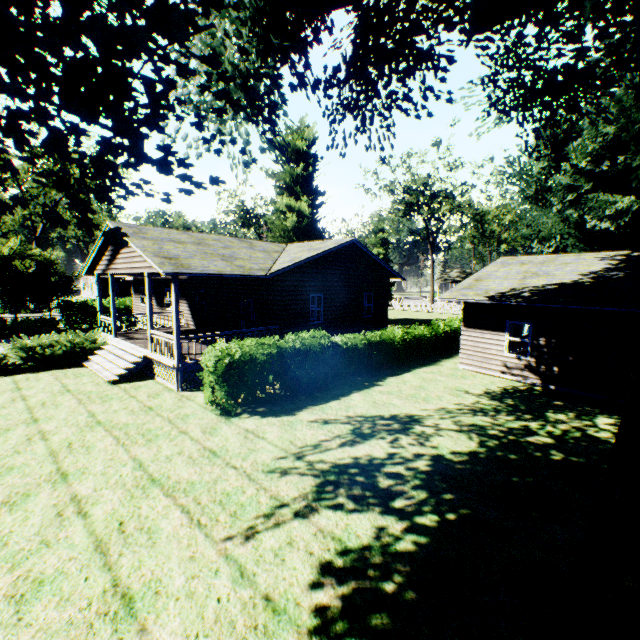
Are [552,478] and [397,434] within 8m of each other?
yes

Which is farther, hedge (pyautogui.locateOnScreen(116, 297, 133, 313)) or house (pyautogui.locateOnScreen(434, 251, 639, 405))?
hedge (pyautogui.locateOnScreen(116, 297, 133, 313))

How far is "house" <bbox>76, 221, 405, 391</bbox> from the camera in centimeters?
1277cm

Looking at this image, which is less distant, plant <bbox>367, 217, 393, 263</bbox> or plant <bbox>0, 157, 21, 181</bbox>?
plant <bbox>0, 157, 21, 181</bbox>

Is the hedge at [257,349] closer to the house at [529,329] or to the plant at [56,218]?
the plant at [56,218]

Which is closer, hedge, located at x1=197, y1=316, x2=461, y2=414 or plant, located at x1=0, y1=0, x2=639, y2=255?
plant, located at x1=0, y1=0, x2=639, y2=255

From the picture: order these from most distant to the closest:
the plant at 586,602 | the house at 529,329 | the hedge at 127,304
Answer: the hedge at 127,304 < the house at 529,329 < the plant at 586,602

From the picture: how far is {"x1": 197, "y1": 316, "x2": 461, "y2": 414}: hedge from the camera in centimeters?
1002cm
